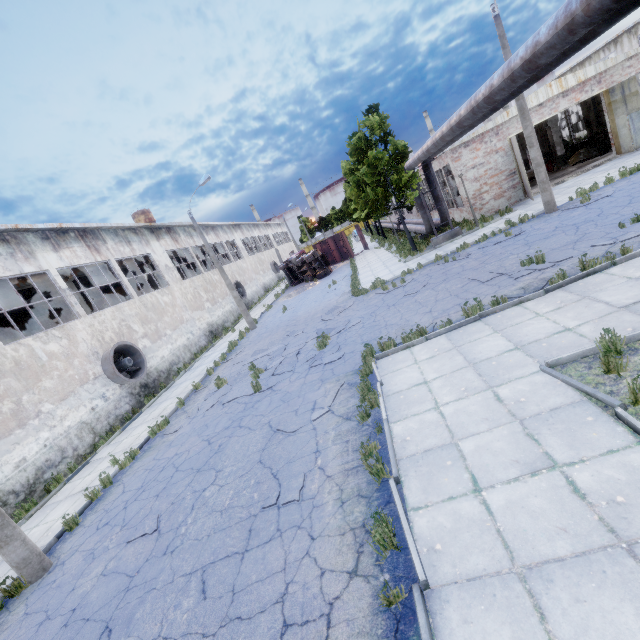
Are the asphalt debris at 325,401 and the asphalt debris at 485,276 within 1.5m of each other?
no

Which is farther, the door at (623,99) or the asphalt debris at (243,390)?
the door at (623,99)

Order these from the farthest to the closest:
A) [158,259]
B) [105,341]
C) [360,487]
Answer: [158,259]
[105,341]
[360,487]

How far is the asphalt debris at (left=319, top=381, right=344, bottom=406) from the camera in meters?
8.2 m

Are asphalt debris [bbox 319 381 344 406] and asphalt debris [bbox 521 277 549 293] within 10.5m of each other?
yes

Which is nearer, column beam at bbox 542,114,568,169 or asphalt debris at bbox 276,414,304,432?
asphalt debris at bbox 276,414,304,432

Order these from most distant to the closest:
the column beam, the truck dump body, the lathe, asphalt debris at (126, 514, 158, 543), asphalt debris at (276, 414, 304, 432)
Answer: the truck dump body
the column beam
the lathe
asphalt debris at (276, 414, 304, 432)
asphalt debris at (126, 514, 158, 543)

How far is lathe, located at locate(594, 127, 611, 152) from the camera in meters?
22.5
